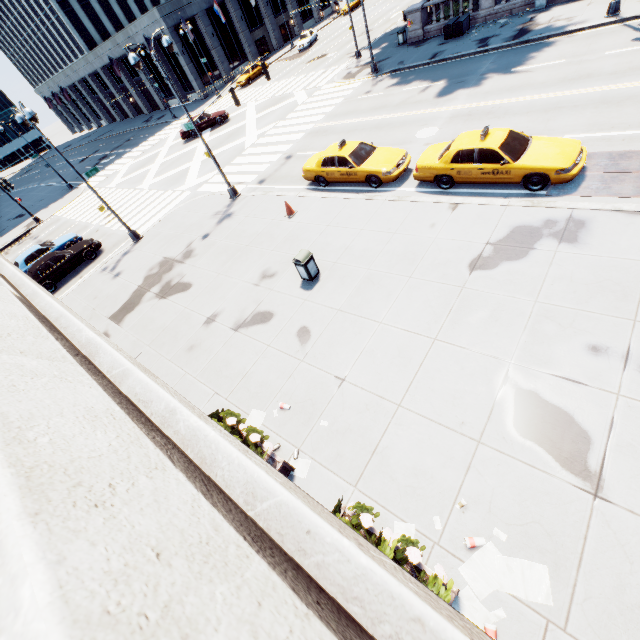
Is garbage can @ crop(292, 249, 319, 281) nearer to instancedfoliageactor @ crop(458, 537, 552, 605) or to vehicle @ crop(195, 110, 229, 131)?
instancedfoliageactor @ crop(458, 537, 552, 605)

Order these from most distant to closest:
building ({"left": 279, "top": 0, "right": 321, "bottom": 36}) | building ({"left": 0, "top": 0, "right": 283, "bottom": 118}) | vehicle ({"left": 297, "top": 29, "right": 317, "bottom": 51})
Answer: building ({"left": 279, "top": 0, "right": 321, "bottom": 36}), vehicle ({"left": 297, "top": 29, "right": 317, "bottom": 51}), building ({"left": 0, "top": 0, "right": 283, "bottom": 118})

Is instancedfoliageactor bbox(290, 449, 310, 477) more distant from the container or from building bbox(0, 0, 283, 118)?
building bbox(0, 0, 283, 118)

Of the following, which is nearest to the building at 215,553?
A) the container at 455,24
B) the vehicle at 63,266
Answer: the vehicle at 63,266

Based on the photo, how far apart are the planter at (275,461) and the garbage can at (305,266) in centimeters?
526cm

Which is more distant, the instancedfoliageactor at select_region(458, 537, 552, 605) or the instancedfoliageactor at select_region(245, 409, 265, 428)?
the instancedfoliageactor at select_region(245, 409, 265, 428)

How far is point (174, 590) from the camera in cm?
103

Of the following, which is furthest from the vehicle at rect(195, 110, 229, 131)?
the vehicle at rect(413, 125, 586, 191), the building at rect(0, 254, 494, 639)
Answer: the building at rect(0, 254, 494, 639)
